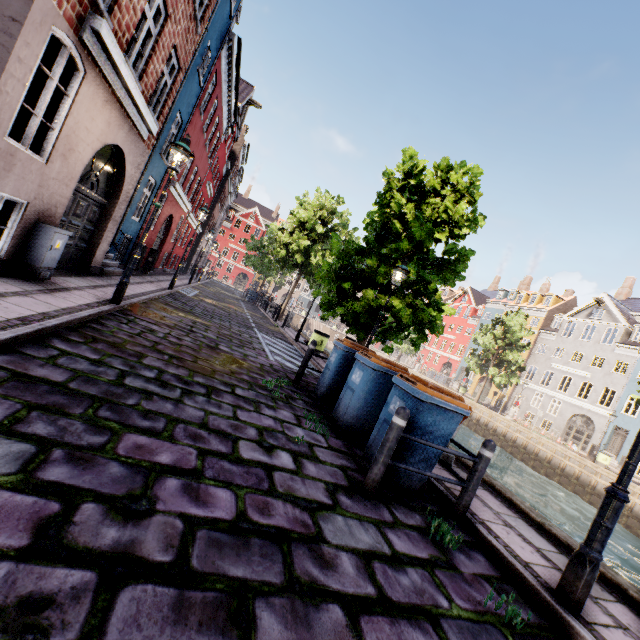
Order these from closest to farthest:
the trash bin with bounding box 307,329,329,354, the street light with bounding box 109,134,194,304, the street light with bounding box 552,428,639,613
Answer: the street light with bounding box 552,428,639,613 → the street light with bounding box 109,134,194,304 → the trash bin with bounding box 307,329,329,354

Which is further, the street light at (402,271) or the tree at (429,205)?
the tree at (429,205)

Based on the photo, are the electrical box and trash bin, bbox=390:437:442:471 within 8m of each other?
yes

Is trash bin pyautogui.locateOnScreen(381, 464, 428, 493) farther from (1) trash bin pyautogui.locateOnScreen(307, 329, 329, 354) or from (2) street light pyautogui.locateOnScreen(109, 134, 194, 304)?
(1) trash bin pyautogui.locateOnScreen(307, 329, 329, 354)

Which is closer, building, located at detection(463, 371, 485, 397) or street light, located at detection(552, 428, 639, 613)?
street light, located at detection(552, 428, 639, 613)

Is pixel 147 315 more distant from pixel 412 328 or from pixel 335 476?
pixel 412 328

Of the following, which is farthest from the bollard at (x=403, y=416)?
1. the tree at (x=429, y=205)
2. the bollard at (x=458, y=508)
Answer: the tree at (x=429, y=205)

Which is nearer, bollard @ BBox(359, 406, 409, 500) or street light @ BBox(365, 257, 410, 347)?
bollard @ BBox(359, 406, 409, 500)
